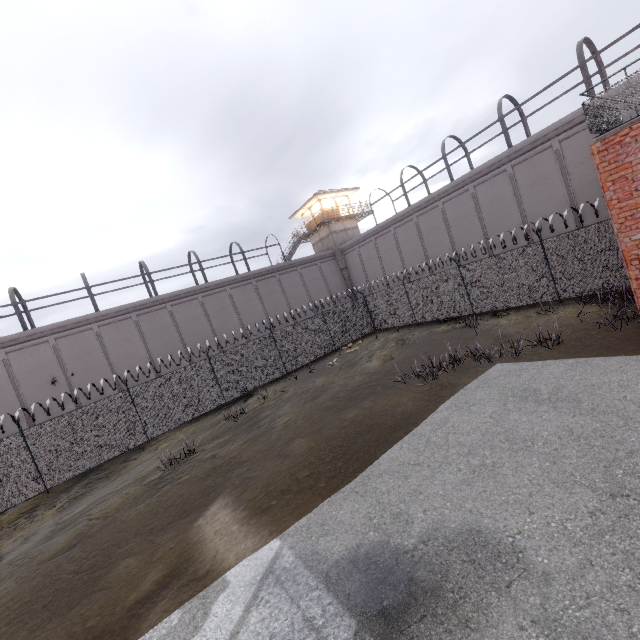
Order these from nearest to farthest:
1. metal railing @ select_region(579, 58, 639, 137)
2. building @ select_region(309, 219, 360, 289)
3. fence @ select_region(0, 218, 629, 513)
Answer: metal railing @ select_region(579, 58, 639, 137), fence @ select_region(0, 218, 629, 513), building @ select_region(309, 219, 360, 289)

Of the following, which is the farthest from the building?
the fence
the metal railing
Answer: the metal railing

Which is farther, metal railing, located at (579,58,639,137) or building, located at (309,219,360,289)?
building, located at (309,219,360,289)

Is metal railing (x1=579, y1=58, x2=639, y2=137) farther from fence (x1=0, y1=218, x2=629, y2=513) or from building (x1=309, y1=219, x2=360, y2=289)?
building (x1=309, y1=219, x2=360, y2=289)

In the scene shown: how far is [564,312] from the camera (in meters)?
12.59

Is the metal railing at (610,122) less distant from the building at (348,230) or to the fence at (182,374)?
the fence at (182,374)

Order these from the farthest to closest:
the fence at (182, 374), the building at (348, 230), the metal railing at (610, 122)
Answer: the building at (348, 230) < the fence at (182, 374) < the metal railing at (610, 122)
